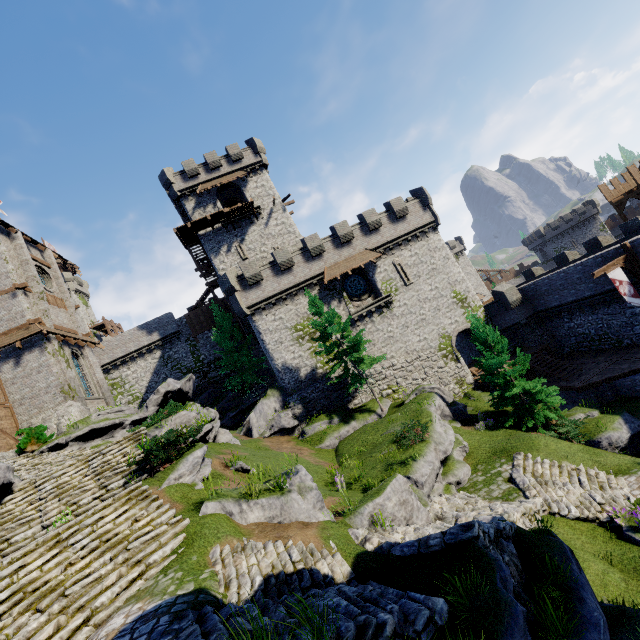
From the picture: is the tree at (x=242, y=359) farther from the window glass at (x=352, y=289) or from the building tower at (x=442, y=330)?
the window glass at (x=352, y=289)

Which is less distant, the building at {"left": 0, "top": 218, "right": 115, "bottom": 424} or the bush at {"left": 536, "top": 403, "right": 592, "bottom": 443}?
the bush at {"left": 536, "top": 403, "right": 592, "bottom": 443}

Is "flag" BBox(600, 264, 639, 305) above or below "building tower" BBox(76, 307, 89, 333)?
below

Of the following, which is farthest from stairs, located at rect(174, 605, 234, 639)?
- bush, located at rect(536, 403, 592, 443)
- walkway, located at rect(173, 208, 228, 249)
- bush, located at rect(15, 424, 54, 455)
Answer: walkway, located at rect(173, 208, 228, 249)

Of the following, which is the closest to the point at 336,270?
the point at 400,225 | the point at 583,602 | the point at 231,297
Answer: the point at 400,225

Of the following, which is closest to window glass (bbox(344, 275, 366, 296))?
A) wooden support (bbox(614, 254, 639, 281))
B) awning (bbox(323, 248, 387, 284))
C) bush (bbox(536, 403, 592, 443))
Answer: awning (bbox(323, 248, 387, 284))

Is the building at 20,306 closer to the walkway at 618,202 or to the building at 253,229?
the building at 253,229

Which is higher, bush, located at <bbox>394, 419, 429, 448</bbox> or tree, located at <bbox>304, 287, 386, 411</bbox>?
tree, located at <bbox>304, 287, 386, 411</bbox>
